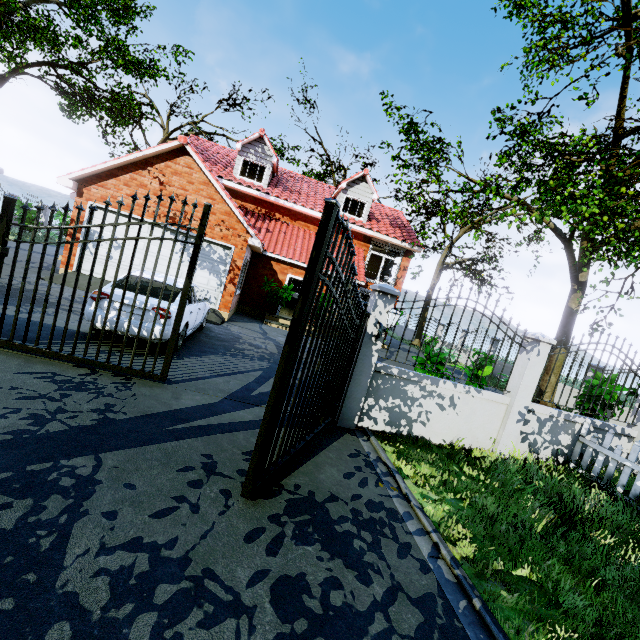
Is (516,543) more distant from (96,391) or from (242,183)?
(242,183)

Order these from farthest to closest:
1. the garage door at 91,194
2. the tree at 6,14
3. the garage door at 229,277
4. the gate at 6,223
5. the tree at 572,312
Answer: the tree at 6,14 < the garage door at 229,277 < the garage door at 91,194 < the tree at 572,312 < the gate at 6,223

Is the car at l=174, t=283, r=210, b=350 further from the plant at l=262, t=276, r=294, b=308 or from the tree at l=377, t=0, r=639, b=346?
the tree at l=377, t=0, r=639, b=346

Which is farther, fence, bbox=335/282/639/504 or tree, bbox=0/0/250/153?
tree, bbox=0/0/250/153

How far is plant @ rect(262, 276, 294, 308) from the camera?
15.2 meters

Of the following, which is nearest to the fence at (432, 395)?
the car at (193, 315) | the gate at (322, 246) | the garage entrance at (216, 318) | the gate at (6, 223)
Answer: the gate at (322, 246)

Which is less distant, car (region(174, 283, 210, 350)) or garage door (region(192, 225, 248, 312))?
car (region(174, 283, 210, 350))

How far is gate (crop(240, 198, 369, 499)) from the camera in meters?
2.9
